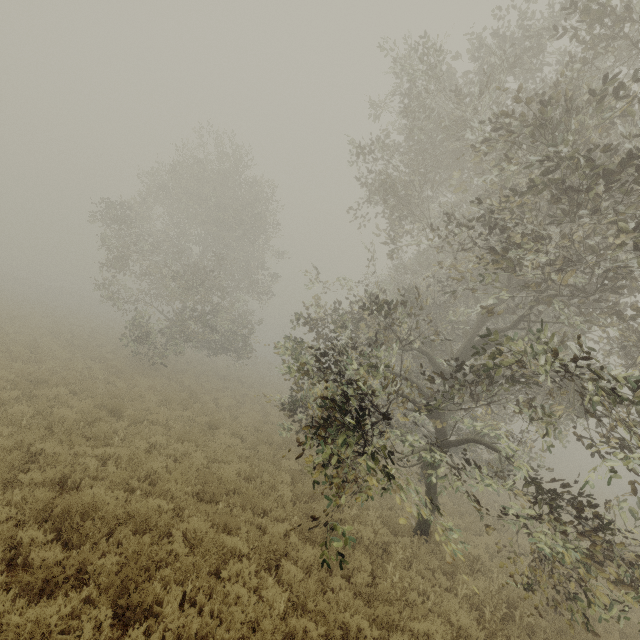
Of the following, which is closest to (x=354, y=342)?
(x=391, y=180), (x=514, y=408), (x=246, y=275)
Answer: (x=391, y=180)
